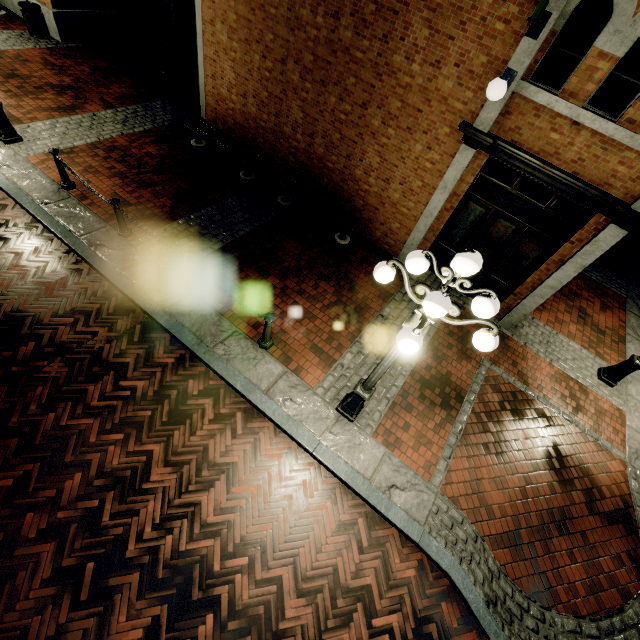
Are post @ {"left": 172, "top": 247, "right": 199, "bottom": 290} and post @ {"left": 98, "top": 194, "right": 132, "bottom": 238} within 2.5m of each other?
yes

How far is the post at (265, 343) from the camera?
5.4 meters

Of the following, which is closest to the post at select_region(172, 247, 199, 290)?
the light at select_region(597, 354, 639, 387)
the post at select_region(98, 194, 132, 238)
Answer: the post at select_region(98, 194, 132, 238)

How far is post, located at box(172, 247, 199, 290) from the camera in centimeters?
588cm

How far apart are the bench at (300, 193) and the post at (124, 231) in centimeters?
382cm

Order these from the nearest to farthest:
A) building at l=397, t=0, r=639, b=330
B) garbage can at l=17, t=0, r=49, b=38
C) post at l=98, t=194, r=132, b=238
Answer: building at l=397, t=0, r=639, b=330
post at l=98, t=194, r=132, b=238
garbage can at l=17, t=0, r=49, b=38

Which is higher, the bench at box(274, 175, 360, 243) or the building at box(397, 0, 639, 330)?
the building at box(397, 0, 639, 330)

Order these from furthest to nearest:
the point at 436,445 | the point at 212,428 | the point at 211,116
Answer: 1. the point at 211,116
2. the point at 436,445
3. the point at 212,428
